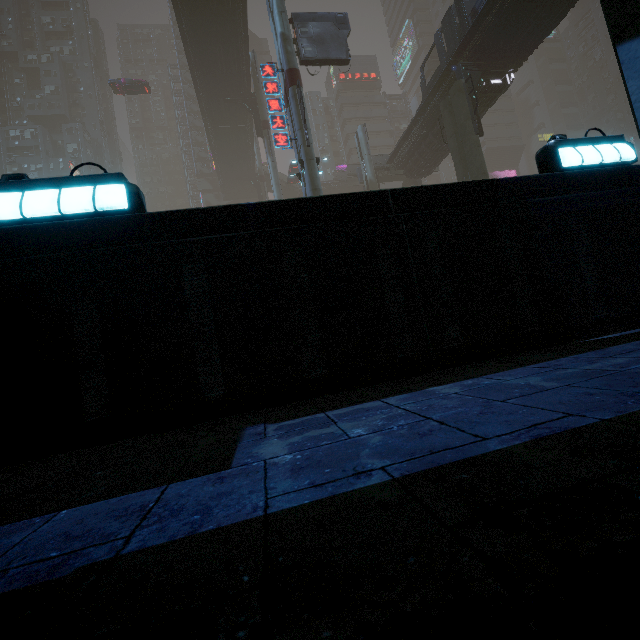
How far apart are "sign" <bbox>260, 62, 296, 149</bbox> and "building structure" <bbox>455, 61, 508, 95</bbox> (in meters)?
11.88

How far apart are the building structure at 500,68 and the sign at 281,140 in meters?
11.9

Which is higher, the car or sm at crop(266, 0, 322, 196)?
the car

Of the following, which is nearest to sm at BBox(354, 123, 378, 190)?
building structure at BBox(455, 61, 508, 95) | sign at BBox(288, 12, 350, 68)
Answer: sign at BBox(288, 12, 350, 68)

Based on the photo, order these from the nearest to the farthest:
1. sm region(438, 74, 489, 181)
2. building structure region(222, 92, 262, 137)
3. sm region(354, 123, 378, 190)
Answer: sm region(438, 74, 489, 181), building structure region(222, 92, 262, 137), sm region(354, 123, 378, 190)

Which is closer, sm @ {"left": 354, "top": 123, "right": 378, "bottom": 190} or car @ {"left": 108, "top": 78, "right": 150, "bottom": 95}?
sm @ {"left": 354, "top": 123, "right": 378, "bottom": 190}

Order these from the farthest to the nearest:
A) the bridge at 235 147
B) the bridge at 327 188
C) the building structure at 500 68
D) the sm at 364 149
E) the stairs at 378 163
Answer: the bridge at 327 188, the sm at 364 149, the stairs at 378 163, the bridge at 235 147, the building structure at 500 68

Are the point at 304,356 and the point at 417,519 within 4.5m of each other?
yes
